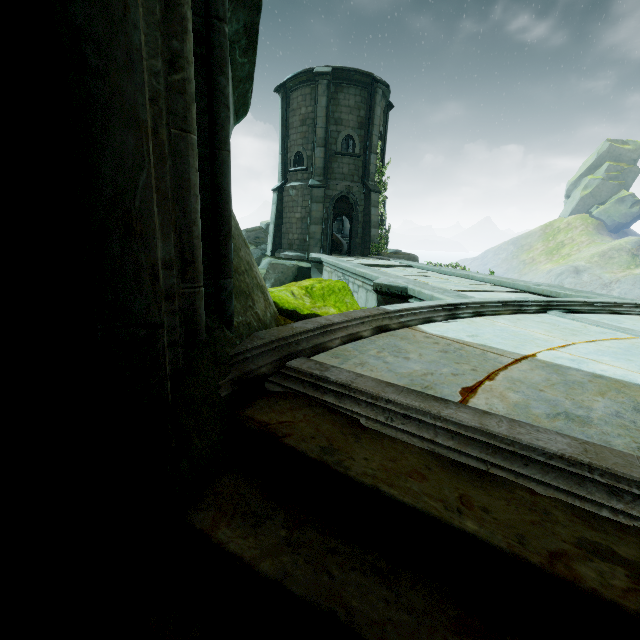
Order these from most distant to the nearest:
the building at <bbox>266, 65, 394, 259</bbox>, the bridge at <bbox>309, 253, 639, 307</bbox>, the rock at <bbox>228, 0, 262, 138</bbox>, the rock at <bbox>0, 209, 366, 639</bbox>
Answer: the building at <bbox>266, 65, 394, 259</bbox>, the bridge at <bbox>309, 253, 639, 307</bbox>, the rock at <bbox>228, 0, 262, 138</bbox>, the rock at <bbox>0, 209, 366, 639</bbox>

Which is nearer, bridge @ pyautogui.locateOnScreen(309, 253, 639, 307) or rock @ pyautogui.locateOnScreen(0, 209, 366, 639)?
rock @ pyautogui.locateOnScreen(0, 209, 366, 639)

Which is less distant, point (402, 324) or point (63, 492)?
point (63, 492)

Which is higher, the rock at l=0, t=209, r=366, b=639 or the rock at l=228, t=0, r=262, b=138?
the rock at l=228, t=0, r=262, b=138

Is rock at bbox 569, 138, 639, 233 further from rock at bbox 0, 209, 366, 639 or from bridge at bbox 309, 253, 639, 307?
rock at bbox 0, 209, 366, 639

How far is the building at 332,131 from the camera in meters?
17.6 m

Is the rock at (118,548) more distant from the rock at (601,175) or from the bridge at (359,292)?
the rock at (601,175)

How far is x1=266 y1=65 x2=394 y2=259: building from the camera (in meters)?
17.58
